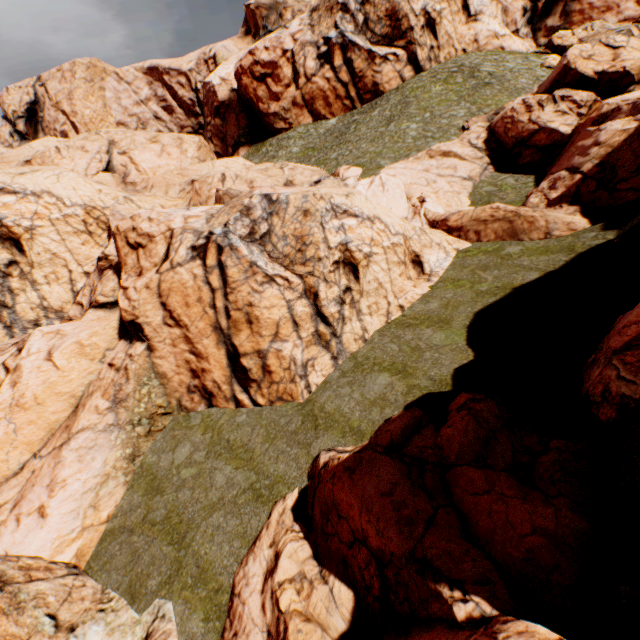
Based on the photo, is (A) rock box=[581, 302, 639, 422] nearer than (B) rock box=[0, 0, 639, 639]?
Yes

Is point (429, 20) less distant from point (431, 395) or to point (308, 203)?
point (308, 203)

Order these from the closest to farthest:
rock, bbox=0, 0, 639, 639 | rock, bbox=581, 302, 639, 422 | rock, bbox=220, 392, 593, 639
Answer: rock, bbox=220, 392, 593, 639 < rock, bbox=581, 302, 639, 422 < rock, bbox=0, 0, 639, 639

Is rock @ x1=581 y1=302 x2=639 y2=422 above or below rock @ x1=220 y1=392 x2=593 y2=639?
above

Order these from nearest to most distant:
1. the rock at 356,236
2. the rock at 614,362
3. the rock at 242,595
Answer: the rock at 242,595, the rock at 614,362, the rock at 356,236

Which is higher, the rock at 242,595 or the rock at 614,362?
the rock at 614,362
